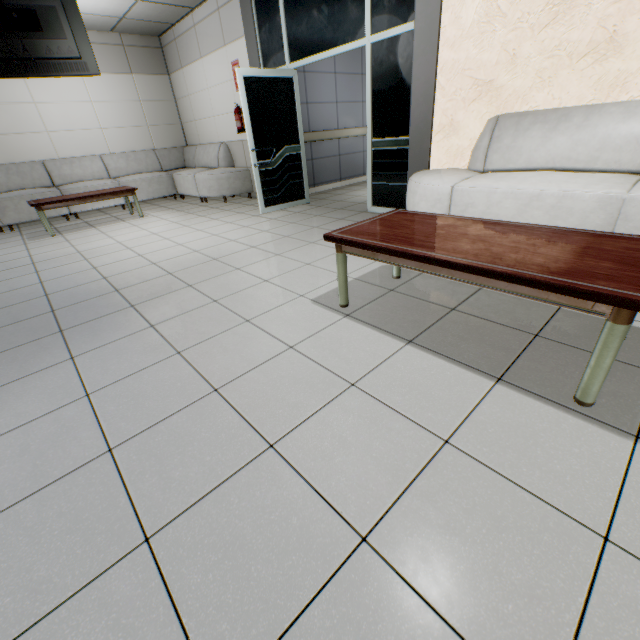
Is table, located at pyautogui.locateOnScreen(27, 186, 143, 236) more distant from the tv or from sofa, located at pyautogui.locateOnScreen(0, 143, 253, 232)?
the tv

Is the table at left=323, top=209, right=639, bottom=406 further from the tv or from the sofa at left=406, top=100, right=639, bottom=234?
the tv

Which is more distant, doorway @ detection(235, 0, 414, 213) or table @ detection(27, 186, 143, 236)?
table @ detection(27, 186, 143, 236)

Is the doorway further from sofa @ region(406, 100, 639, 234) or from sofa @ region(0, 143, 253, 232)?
sofa @ region(0, 143, 253, 232)

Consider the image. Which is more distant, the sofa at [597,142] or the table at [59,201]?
the table at [59,201]

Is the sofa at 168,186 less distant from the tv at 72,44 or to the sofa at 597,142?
the tv at 72,44

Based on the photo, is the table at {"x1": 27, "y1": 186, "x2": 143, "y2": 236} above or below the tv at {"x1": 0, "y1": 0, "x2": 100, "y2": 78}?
below

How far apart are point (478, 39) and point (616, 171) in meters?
1.8
